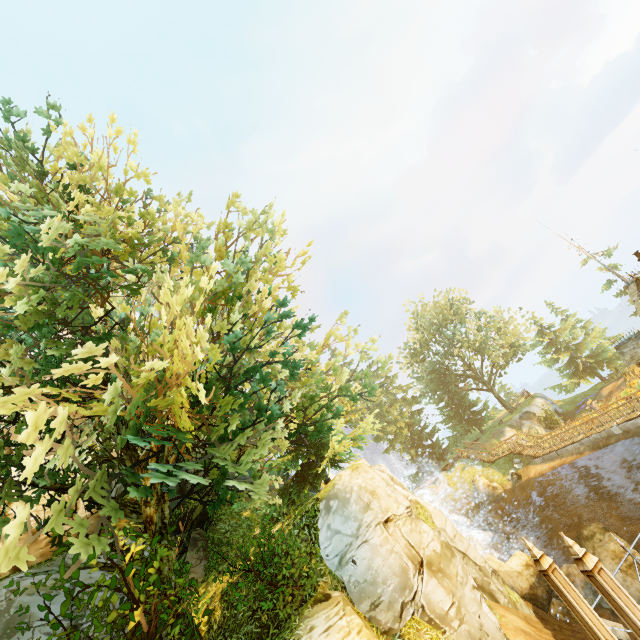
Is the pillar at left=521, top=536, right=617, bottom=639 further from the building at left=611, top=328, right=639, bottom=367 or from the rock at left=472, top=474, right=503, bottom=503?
the rock at left=472, top=474, right=503, bottom=503

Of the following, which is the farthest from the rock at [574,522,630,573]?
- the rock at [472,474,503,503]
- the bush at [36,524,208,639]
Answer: the bush at [36,524,208,639]

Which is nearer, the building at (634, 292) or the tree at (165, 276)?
the tree at (165, 276)

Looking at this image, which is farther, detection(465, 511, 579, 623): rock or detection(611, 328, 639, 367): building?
detection(611, 328, 639, 367): building

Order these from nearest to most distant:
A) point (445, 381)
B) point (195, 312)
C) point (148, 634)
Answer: point (195, 312)
point (148, 634)
point (445, 381)

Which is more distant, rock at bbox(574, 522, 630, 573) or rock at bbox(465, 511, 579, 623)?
rock at bbox(574, 522, 630, 573)

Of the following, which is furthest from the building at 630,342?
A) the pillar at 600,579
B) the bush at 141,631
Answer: the bush at 141,631

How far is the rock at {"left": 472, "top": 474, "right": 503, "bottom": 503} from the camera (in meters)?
29.81
